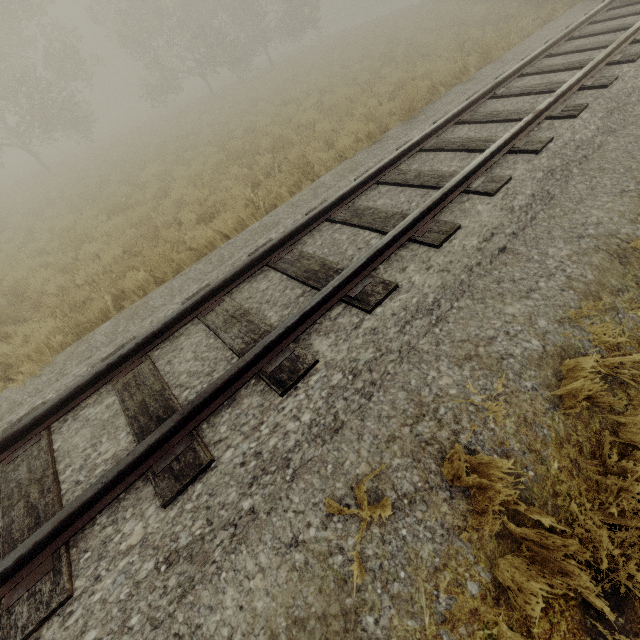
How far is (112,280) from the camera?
6.52m
